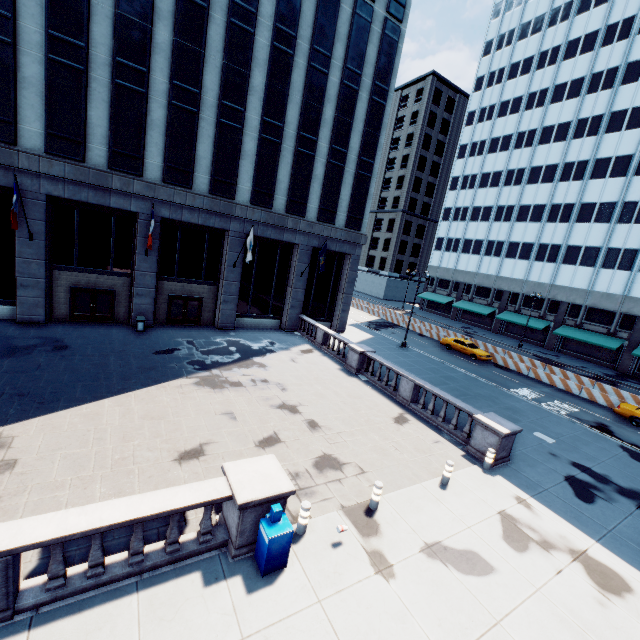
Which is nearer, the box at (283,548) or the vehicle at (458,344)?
the box at (283,548)

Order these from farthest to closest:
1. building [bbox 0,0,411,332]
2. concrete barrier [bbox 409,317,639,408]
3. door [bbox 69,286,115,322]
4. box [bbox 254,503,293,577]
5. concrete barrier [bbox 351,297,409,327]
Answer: concrete barrier [bbox 351,297,409,327] < concrete barrier [bbox 409,317,639,408] < door [bbox 69,286,115,322] < building [bbox 0,0,411,332] < box [bbox 254,503,293,577]

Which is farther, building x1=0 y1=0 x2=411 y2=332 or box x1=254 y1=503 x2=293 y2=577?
building x1=0 y1=0 x2=411 y2=332

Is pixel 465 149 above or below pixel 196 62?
above

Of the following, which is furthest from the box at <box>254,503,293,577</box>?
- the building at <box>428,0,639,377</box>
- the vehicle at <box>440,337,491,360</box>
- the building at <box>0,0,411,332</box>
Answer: the building at <box>428,0,639,377</box>

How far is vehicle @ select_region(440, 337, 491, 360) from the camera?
31.4m

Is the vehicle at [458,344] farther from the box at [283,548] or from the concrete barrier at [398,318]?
the box at [283,548]

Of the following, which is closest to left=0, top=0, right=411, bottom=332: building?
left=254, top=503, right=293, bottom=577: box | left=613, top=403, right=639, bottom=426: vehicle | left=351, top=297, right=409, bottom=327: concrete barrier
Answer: left=351, top=297, right=409, bottom=327: concrete barrier
